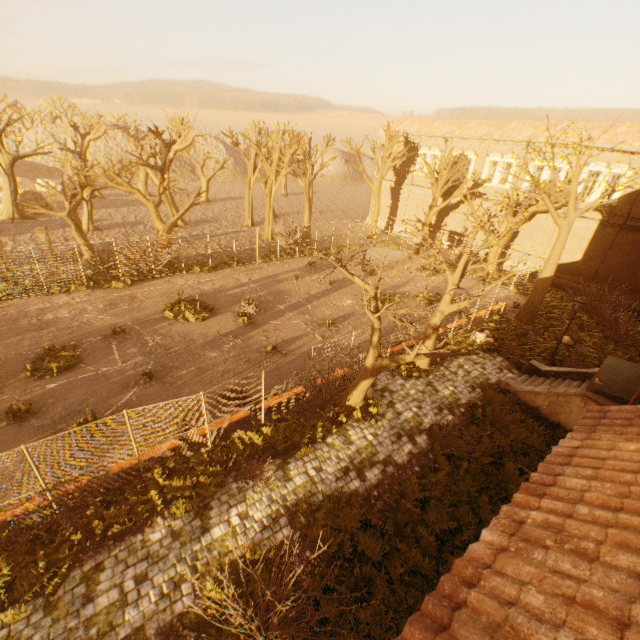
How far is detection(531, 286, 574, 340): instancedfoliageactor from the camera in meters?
20.2

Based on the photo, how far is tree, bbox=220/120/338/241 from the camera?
29.0 meters

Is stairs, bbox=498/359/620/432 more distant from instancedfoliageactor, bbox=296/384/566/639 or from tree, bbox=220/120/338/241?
tree, bbox=220/120/338/241

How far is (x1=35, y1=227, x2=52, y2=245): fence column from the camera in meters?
22.0

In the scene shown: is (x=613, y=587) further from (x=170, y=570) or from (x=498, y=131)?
(x=498, y=131)

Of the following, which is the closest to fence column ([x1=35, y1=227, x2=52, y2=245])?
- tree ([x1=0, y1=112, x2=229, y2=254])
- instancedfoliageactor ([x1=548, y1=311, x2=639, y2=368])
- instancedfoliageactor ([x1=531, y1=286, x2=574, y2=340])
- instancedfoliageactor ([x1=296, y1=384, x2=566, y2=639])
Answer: tree ([x1=0, y1=112, x2=229, y2=254])

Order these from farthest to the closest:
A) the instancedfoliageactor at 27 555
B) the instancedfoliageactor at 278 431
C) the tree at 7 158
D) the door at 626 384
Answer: the tree at 7 158
the door at 626 384
the instancedfoliageactor at 278 431
the instancedfoliageactor at 27 555

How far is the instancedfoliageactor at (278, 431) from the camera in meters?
8.8 m
